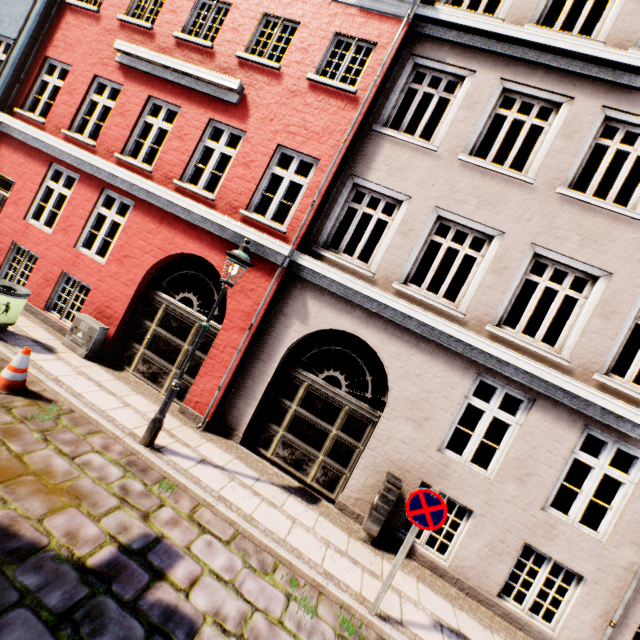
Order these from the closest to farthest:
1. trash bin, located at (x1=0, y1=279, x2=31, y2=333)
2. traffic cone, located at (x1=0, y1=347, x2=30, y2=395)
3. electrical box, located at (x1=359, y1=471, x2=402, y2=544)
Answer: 1. traffic cone, located at (x1=0, y1=347, x2=30, y2=395)
2. electrical box, located at (x1=359, y1=471, x2=402, y2=544)
3. trash bin, located at (x1=0, y1=279, x2=31, y2=333)

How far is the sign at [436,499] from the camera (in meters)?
4.35

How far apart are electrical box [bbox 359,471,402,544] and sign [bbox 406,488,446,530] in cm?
150

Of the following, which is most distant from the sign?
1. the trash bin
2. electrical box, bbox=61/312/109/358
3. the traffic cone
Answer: the trash bin

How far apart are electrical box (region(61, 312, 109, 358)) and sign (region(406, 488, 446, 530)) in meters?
7.5

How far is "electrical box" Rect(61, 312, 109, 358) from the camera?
7.5 meters

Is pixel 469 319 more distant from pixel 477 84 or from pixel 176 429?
pixel 176 429

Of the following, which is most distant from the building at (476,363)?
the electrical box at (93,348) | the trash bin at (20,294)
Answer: the trash bin at (20,294)
